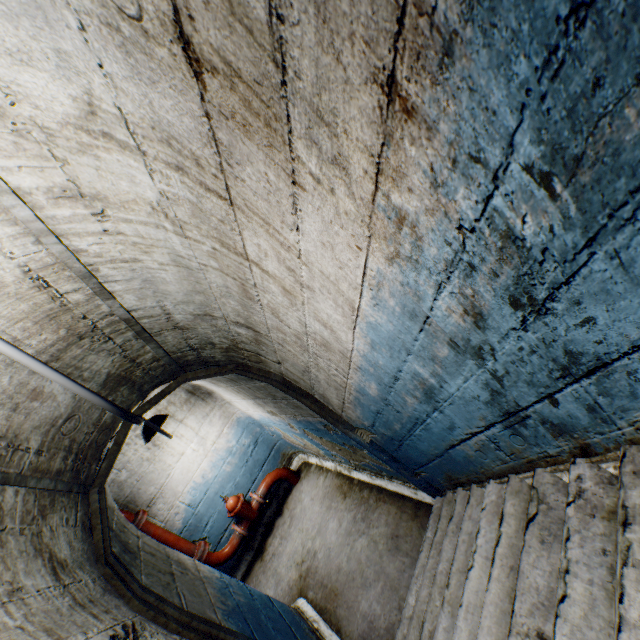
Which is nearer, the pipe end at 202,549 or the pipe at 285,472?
the pipe end at 202,549

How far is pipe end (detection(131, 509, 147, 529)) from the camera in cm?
439

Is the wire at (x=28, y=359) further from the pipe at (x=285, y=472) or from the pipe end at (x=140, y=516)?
the pipe at (x=285, y=472)

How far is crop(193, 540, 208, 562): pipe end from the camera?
4.7m

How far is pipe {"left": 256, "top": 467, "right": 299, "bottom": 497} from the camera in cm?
541

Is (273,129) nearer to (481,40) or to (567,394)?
(481,40)

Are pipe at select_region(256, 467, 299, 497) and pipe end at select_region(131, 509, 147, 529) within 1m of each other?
no

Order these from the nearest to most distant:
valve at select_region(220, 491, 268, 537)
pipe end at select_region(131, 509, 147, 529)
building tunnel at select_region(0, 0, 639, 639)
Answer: building tunnel at select_region(0, 0, 639, 639)
pipe end at select_region(131, 509, 147, 529)
valve at select_region(220, 491, 268, 537)
